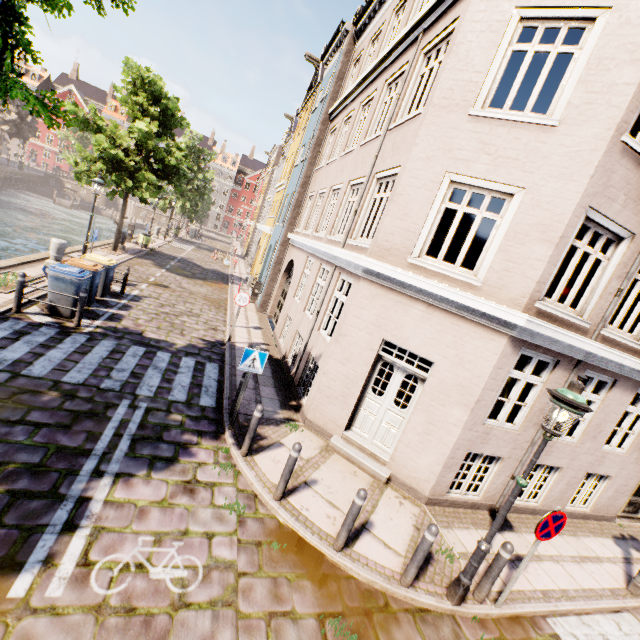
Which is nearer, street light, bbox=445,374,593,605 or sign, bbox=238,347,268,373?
street light, bbox=445,374,593,605

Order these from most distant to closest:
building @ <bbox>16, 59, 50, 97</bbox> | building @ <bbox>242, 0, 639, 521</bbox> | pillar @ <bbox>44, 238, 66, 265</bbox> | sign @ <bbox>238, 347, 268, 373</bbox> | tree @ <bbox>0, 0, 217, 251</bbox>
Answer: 1. building @ <bbox>16, 59, 50, 97</bbox>
2. pillar @ <bbox>44, 238, 66, 265</bbox>
3. sign @ <bbox>238, 347, 268, 373</bbox>
4. building @ <bbox>242, 0, 639, 521</bbox>
5. tree @ <bbox>0, 0, 217, 251</bbox>

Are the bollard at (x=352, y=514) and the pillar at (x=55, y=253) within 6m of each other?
no

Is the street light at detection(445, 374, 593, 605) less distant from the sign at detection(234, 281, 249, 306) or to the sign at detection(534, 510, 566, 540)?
the sign at detection(534, 510, 566, 540)

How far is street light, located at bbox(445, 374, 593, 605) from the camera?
4.0m

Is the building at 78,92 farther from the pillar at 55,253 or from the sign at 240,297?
the sign at 240,297

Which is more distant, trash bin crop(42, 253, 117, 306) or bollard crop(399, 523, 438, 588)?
trash bin crop(42, 253, 117, 306)

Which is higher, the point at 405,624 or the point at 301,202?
the point at 301,202
